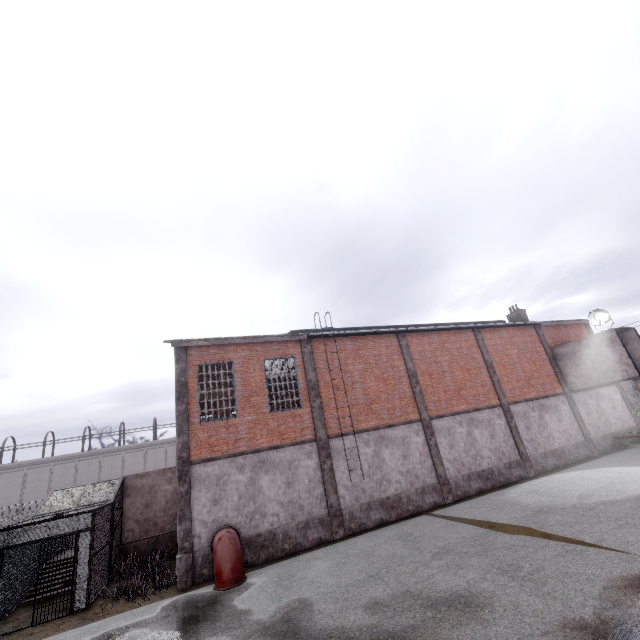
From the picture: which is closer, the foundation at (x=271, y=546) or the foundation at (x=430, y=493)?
the foundation at (x=271, y=546)

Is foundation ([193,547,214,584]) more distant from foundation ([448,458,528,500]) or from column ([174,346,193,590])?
foundation ([448,458,528,500])

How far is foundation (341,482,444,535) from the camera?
13.9 meters

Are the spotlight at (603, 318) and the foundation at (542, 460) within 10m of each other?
yes

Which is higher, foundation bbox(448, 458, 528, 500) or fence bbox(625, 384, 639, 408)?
fence bbox(625, 384, 639, 408)

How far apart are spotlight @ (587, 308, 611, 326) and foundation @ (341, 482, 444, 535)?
A: 14.52m

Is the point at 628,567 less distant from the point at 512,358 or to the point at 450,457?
the point at 450,457

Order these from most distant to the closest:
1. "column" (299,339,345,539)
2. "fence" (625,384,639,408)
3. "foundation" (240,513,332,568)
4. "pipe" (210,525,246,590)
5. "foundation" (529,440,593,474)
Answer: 1. "fence" (625,384,639,408)
2. "foundation" (529,440,593,474)
3. "column" (299,339,345,539)
4. "foundation" (240,513,332,568)
5. "pipe" (210,525,246,590)
